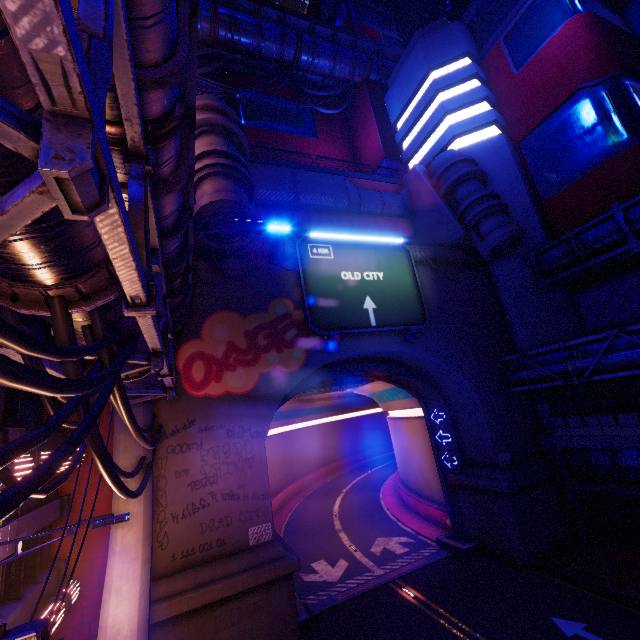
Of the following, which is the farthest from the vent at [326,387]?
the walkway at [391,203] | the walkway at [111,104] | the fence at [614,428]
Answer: the walkway at [391,203]

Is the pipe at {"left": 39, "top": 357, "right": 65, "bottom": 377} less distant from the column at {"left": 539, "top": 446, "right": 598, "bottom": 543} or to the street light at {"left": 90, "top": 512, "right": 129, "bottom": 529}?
the street light at {"left": 90, "top": 512, "right": 129, "bottom": 529}

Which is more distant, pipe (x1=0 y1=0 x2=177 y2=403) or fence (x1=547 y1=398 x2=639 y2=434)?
fence (x1=547 y1=398 x2=639 y2=434)

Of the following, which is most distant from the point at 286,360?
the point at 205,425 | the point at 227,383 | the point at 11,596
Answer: the point at 11,596

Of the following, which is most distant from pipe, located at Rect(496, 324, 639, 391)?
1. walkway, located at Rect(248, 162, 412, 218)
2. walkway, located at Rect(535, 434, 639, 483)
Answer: walkway, located at Rect(248, 162, 412, 218)

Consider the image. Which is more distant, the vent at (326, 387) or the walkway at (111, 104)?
the vent at (326, 387)

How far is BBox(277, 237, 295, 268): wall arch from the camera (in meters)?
17.39

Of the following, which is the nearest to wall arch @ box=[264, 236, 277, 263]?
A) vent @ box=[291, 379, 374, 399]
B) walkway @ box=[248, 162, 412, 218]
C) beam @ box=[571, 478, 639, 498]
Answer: beam @ box=[571, 478, 639, 498]
